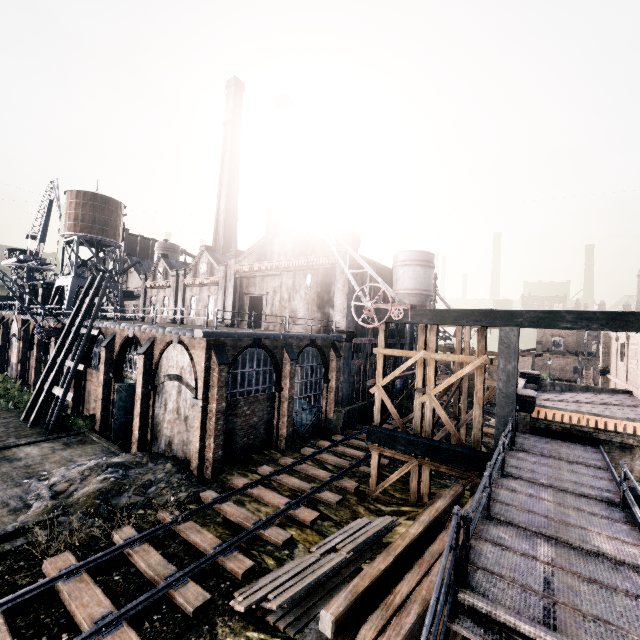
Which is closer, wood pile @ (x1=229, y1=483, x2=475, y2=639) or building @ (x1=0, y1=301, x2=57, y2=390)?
wood pile @ (x1=229, y1=483, x2=475, y2=639)

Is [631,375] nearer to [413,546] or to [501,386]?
[501,386]

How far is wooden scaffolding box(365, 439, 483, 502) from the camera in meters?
14.3

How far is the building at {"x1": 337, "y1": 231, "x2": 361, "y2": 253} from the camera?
28.22m

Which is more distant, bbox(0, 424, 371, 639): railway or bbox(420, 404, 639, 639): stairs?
bbox(0, 424, 371, 639): railway

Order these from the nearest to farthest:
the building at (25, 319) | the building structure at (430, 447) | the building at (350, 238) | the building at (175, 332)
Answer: the building structure at (430, 447), the building at (175, 332), the building at (350, 238), the building at (25, 319)

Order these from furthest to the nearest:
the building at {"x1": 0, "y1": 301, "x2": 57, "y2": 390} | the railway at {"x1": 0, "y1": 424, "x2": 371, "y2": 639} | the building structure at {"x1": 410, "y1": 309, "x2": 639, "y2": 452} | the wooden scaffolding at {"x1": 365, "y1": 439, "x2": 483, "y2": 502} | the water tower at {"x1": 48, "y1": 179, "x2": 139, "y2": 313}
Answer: the water tower at {"x1": 48, "y1": 179, "x2": 139, "y2": 313} < the building at {"x1": 0, "y1": 301, "x2": 57, "y2": 390} < the wooden scaffolding at {"x1": 365, "y1": 439, "x2": 483, "y2": 502} < the building structure at {"x1": 410, "y1": 309, "x2": 639, "y2": 452} < the railway at {"x1": 0, "y1": 424, "x2": 371, "y2": 639}

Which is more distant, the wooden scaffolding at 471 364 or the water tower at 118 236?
the water tower at 118 236
